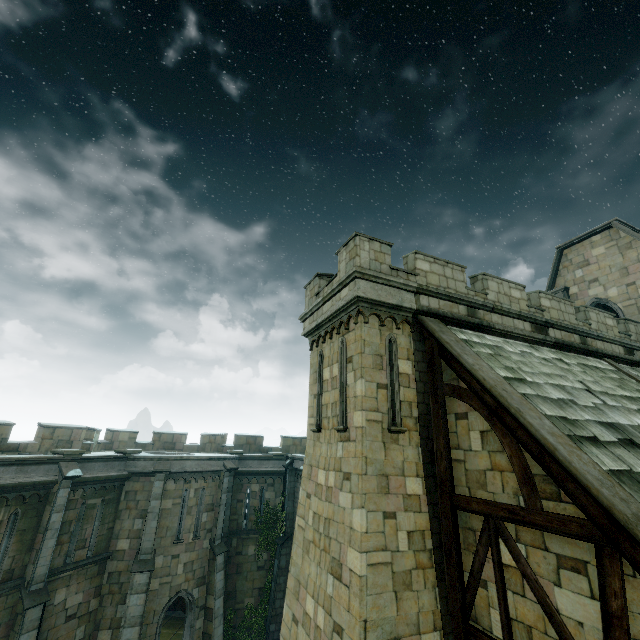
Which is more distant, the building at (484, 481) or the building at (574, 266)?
the building at (574, 266)

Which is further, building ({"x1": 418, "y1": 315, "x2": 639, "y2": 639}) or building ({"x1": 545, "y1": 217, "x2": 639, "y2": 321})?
building ({"x1": 545, "y1": 217, "x2": 639, "y2": 321})

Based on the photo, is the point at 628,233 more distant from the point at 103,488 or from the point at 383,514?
the point at 103,488

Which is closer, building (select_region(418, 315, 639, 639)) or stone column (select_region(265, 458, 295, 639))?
building (select_region(418, 315, 639, 639))

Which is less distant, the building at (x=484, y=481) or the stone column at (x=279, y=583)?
the building at (x=484, y=481)

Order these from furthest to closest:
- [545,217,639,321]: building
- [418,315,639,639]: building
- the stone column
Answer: the stone column
[545,217,639,321]: building
[418,315,639,639]: building

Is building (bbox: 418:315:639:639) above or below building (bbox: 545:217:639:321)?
below
